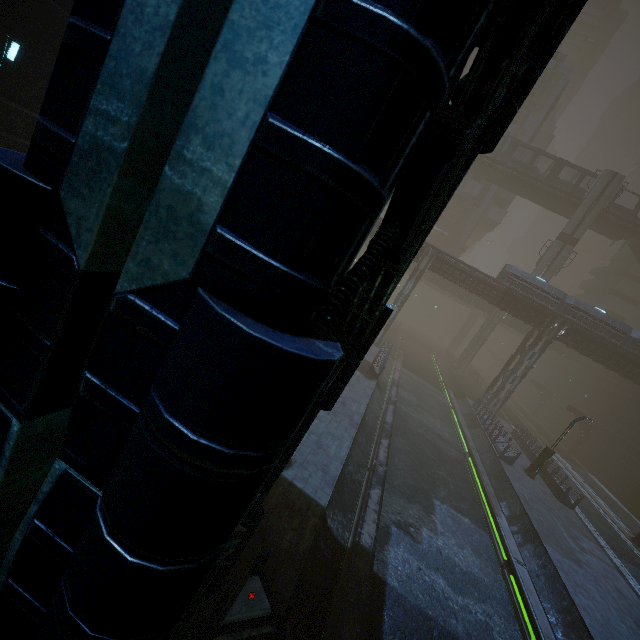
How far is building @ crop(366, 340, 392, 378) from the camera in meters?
24.8

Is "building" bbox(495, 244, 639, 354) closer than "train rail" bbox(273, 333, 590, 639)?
No

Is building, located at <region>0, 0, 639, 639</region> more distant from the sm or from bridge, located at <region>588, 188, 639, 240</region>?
the sm

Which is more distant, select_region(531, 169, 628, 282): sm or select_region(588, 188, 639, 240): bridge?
select_region(588, 188, 639, 240): bridge

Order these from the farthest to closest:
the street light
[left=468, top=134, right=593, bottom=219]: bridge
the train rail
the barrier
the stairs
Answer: the stairs, [left=468, top=134, right=593, bottom=219]: bridge, the street light, the train rail, the barrier

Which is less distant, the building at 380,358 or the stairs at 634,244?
the building at 380,358

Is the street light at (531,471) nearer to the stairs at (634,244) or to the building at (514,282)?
the building at (514,282)

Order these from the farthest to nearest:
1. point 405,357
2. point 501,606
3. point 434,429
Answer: point 405,357, point 434,429, point 501,606
